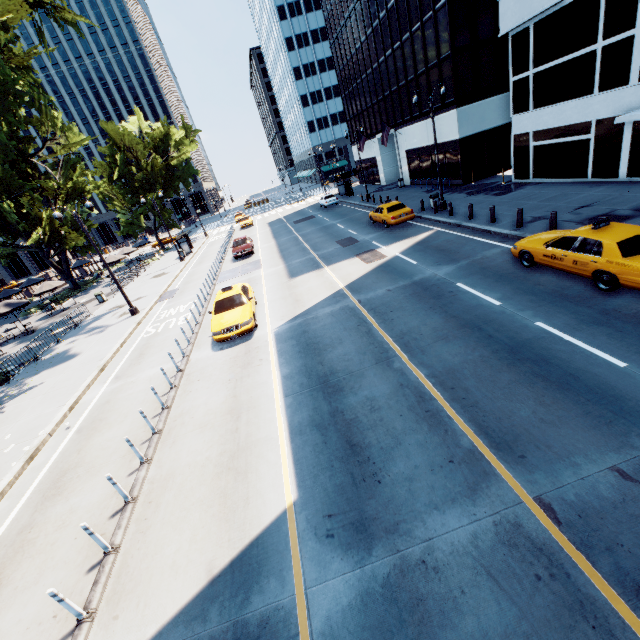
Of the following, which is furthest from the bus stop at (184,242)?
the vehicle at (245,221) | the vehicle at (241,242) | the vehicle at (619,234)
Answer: the vehicle at (619,234)

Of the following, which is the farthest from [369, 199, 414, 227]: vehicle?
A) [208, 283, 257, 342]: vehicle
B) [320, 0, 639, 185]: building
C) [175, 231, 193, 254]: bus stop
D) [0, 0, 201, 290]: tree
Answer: [175, 231, 193, 254]: bus stop

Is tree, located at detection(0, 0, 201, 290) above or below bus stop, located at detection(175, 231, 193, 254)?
above

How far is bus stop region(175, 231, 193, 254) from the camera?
38.25m

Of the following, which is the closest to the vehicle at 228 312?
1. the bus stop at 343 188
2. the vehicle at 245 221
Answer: the bus stop at 343 188

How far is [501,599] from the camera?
4.2 meters

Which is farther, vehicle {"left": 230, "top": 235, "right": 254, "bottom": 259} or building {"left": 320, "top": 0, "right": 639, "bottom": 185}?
vehicle {"left": 230, "top": 235, "right": 254, "bottom": 259}

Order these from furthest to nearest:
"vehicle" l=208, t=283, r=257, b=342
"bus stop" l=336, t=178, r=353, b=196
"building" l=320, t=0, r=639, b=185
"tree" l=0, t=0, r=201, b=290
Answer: "bus stop" l=336, t=178, r=353, b=196 < "building" l=320, t=0, r=639, b=185 < "tree" l=0, t=0, r=201, b=290 < "vehicle" l=208, t=283, r=257, b=342
